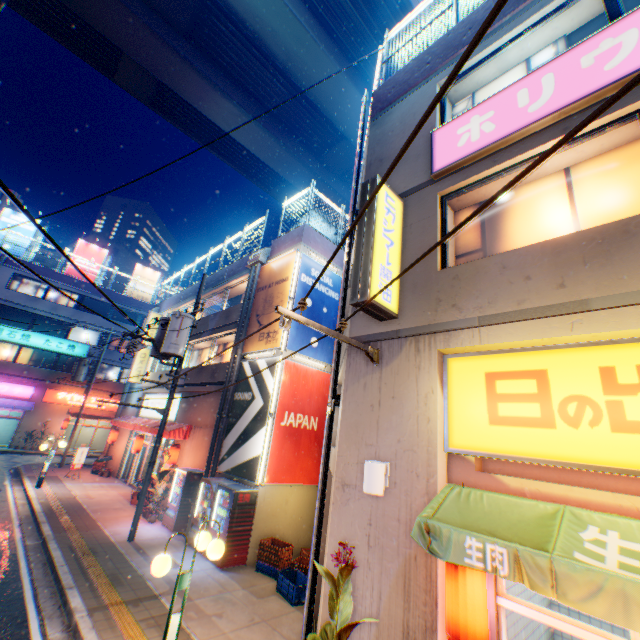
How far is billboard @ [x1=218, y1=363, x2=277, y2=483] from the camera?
11.1 meters

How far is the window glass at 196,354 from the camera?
19.4m

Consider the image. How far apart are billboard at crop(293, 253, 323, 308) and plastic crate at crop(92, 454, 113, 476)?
16.8m

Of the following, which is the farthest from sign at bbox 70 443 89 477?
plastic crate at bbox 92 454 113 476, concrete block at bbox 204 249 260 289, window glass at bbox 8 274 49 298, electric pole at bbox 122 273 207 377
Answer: window glass at bbox 8 274 49 298

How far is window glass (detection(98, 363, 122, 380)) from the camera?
32.5 meters

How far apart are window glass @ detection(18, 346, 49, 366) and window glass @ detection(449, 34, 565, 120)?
36.7 meters

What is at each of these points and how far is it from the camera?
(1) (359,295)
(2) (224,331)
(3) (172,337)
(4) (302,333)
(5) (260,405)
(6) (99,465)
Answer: (1) sign, 5.19m
(2) building, 16.34m
(3) electric pole, 11.77m
(4) billboard, 13.00m
(5) billboard, 11.76m
(6) plastic crate, 20.98m

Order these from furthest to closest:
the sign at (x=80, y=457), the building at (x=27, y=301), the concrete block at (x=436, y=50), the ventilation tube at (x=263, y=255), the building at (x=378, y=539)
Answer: the building at (x=27, y=301), the sign at (x=80, y=457), the ventilation tube at (x=263, y=255), the concrete block at (x=436, y=50), the building at (x=378, y=539)
